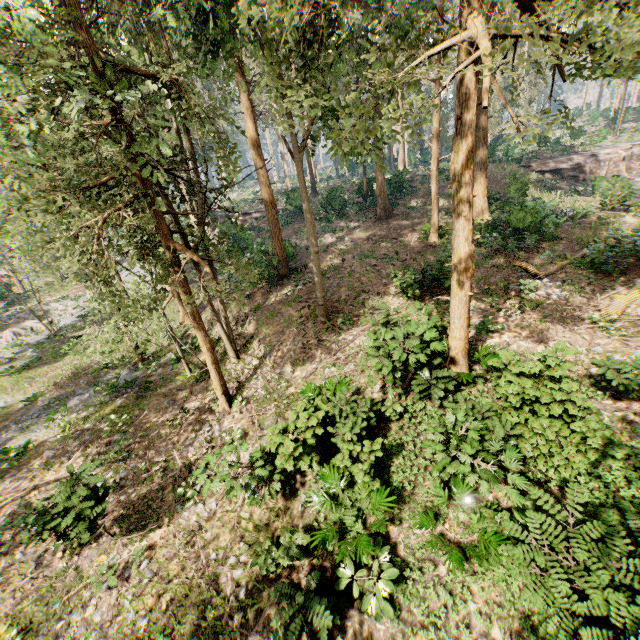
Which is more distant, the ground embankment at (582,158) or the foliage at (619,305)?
the ground embankment at (582,158)

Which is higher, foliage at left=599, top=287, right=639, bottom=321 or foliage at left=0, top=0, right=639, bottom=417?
foliage at left=0, top=0, right=639, bottom=417

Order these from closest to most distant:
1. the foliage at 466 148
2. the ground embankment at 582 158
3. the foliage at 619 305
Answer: the foliage at 466 148, the foliage at 619 305, the ground embankment at 582 158

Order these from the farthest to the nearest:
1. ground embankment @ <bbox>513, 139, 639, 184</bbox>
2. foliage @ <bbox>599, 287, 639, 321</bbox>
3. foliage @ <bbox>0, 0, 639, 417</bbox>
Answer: ground embankment @ <bbox>513, 139, 639, 184</bbox> < foliage @ <bbox>599, 287, 639, 321</bbox> < foliage @ <bbox>0, 0, 639, 417</bbox>

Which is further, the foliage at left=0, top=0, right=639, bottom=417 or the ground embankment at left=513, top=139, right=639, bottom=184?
the ground embankment at left=513, top=139, right=639, bottom=184

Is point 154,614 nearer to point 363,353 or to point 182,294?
point 182,294

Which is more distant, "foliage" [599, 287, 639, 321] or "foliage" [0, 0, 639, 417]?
"foliage" [599, 287, 639, 321]

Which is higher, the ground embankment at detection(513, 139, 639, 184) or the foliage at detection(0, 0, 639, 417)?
the foliage at detection(0, 0, 639, 417)
